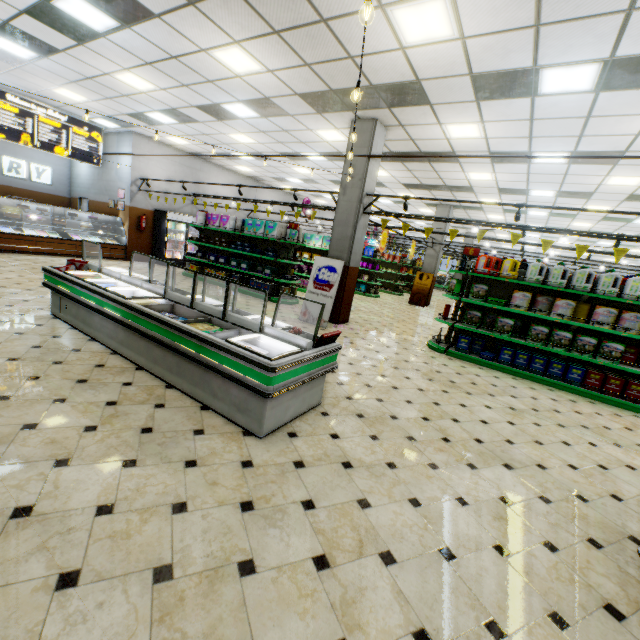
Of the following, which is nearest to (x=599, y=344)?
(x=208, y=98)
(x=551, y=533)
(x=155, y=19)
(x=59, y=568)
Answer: (x=551, y=533)

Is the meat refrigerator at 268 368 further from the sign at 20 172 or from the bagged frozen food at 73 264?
the sign at 20 172

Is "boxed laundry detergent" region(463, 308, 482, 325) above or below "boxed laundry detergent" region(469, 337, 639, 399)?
above

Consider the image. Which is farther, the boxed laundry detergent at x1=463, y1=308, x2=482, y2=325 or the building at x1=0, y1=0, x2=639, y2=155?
the boxed laundry detergent at x1=463, y1=308, x2=482, y2=325

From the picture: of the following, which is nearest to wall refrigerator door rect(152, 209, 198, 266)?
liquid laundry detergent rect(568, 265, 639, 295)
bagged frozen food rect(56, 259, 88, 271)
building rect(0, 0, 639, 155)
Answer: building rect(0, 0, 639, 155)

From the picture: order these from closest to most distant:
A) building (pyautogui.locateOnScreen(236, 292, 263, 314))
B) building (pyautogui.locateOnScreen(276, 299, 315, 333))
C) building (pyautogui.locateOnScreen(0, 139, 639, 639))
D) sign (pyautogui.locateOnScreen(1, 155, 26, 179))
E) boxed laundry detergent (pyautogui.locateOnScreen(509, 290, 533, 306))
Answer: building (pyautogui.locateOnScreen(0, 139, 639, 639)) < boxed laundry detergent (pyautogui.locateOnScreen(509, 290, 533, 306)) < building (pyautogui.locateOnScreen(276, 299, 315, 333)) < building (pyautogui.locateOnScreen(236, 292, 263, 314)) < sign (pyautogui.locateOnScreen(1, 155, 26, 179))

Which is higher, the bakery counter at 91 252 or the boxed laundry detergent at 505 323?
the boxed laundry detergent at 505 323

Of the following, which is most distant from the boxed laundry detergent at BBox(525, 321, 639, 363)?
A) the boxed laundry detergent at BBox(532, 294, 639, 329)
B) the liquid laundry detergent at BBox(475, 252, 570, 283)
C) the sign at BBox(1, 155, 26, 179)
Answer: the sign at BBox(1, 155, 26, 179)
